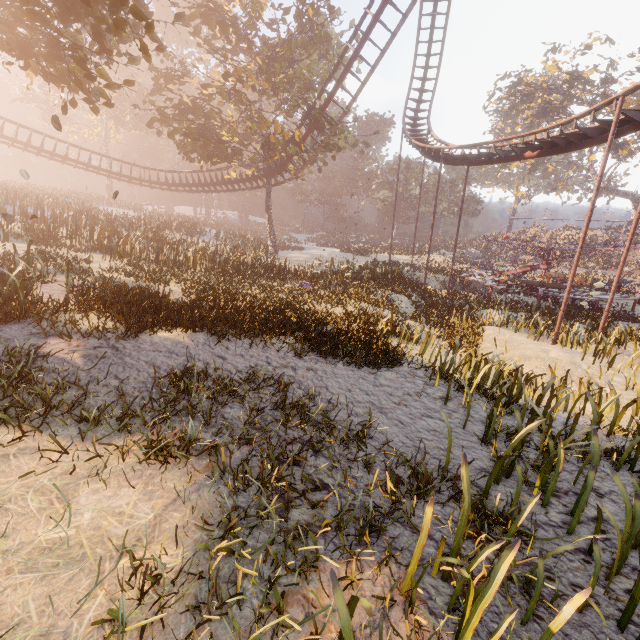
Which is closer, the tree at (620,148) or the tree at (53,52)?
the tree at (53,52)

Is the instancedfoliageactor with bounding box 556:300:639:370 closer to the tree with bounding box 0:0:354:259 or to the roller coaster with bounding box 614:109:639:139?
the roller coaster with bounding box 614:109:639:139

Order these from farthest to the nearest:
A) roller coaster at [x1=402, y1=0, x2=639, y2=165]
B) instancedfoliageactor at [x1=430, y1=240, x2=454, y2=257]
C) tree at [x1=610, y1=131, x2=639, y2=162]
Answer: instancedfoliageactor at [x1=430, y1=240, x2=454, y2=257] → tree at [x1=610, y1=131, x2=639, y2=162] → roller coaster at [x1=402, y1=0, x2=639, y2=165]

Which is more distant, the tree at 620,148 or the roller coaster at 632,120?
the tree at 620,148

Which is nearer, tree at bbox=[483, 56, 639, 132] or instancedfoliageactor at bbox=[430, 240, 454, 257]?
tree at bbox=[483, 56, 639, 132]

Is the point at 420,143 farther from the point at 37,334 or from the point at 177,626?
the point at 177,626

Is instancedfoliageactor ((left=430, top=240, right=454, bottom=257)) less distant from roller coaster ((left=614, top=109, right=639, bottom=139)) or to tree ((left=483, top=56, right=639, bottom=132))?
tree ((left=483, top=56, right=639, bottom=132))
